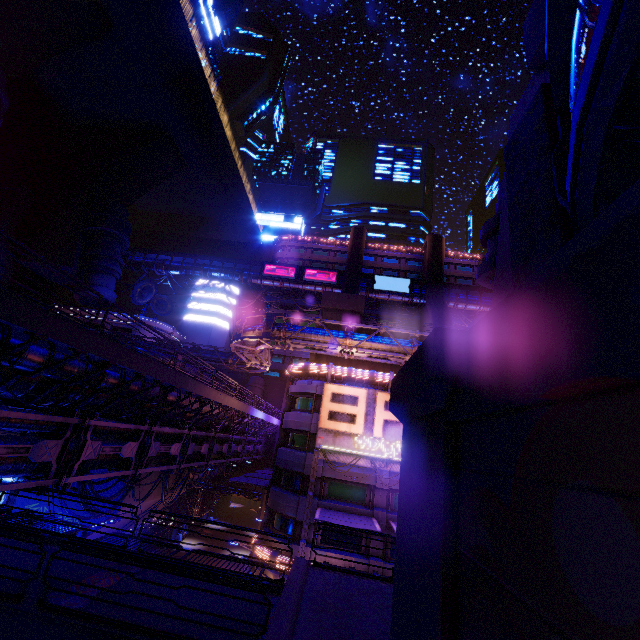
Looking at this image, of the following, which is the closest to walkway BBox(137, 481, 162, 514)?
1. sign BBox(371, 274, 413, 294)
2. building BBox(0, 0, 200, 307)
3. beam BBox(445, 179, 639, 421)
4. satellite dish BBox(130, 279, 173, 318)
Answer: building BBox(0, 0, 200, 307)

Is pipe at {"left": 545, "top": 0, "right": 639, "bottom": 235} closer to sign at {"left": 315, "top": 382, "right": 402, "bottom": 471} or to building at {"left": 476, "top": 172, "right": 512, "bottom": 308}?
building at {"left": 476, "top": 172, "right": 512, "bottom": 308}

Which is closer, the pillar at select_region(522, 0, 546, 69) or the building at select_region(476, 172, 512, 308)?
the pillar at select_region(522, 0, 546, 69)

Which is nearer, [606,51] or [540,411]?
[606,51]

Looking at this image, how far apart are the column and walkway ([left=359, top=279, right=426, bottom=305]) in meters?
52.4

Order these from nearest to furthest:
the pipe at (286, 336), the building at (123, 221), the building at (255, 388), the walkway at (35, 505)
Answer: the walkway at (35, 505) → the pipe at (286, 336) → the building at (123, 221) → the building at (255, 388)

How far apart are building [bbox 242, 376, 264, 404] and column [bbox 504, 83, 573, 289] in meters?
48.1 m

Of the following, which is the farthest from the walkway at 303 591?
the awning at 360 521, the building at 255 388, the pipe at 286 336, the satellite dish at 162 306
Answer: the satellite dish at 162 306
